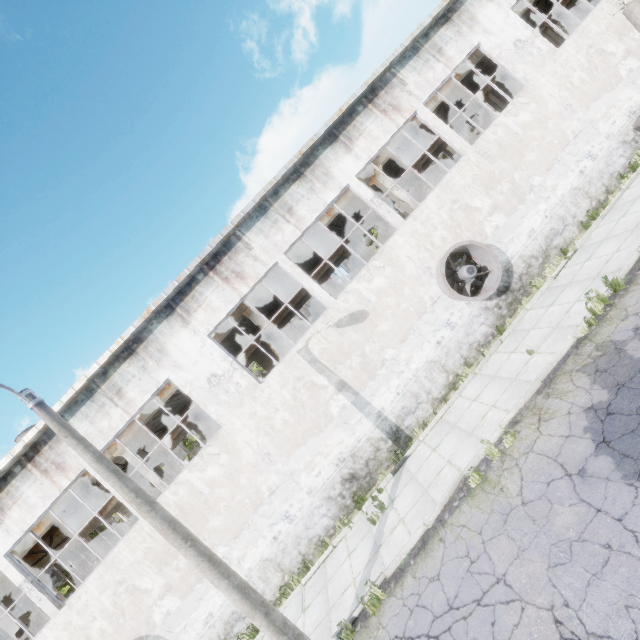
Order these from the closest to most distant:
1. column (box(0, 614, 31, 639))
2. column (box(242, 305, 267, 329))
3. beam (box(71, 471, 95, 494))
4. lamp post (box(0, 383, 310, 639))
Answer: lamp post (box(0, 383, 310, 639)) → column (box(0, 614, 31, 639)) → beam (box(71, 471, 95, 494)) → column (box(242, 305, 267, 329))

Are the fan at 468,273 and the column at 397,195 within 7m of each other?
yes

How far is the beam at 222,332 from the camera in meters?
14.4

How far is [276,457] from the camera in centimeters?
1130cm

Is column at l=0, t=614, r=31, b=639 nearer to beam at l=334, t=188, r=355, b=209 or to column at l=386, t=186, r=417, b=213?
beam at l=334, t=188, r=355, b=209

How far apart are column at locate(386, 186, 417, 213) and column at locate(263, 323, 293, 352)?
8.5 meters

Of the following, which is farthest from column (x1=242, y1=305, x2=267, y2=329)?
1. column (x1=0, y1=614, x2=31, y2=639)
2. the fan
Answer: column (x1=0, y1=614, x2=31, y2=639)
